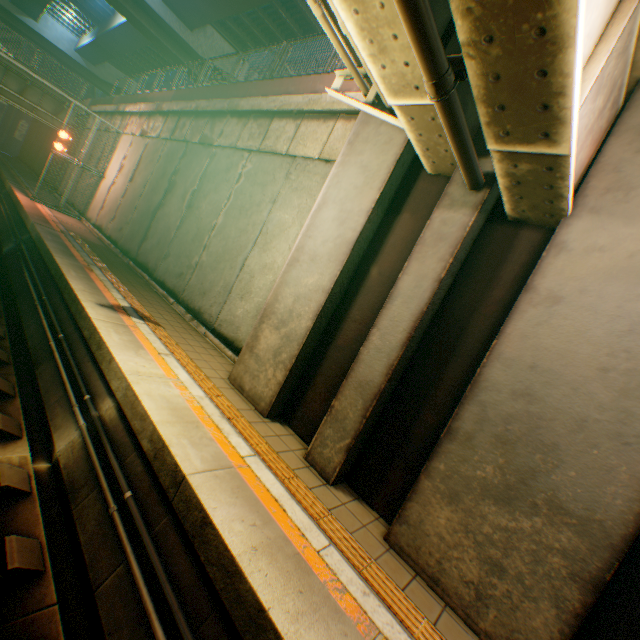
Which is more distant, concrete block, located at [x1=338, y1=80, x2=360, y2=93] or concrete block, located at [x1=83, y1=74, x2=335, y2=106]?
concrete block, located at [x1=83, y1=74, x2=335, y2=106]

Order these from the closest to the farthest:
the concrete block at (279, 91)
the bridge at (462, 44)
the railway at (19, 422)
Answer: the bridge at (462, 44)
the railway at (19, 422)
the concrete block at (279, 91)

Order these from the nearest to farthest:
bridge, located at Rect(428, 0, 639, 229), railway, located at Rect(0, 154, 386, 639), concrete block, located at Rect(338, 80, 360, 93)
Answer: bridge, located at Rect(428, 0, 639, 229) < railway, located at Rect(0, 154, 386, 639) < concrete block, located at Rect(338, 80, 360, 93)

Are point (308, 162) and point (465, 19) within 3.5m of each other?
no

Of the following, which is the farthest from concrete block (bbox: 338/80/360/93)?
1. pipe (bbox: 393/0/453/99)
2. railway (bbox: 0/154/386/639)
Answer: railway (bbox: 0/154/386/639)

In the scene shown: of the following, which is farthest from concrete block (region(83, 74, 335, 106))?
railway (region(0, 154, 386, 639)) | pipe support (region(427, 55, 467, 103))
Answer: railway (region(0, 154, 386, 639))

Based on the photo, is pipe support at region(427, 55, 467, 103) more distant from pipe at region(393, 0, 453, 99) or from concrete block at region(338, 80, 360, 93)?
concrete block at region(338, 80, 360, 93)

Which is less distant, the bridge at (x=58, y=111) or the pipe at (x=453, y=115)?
the pipe at (x=453, y=115)
